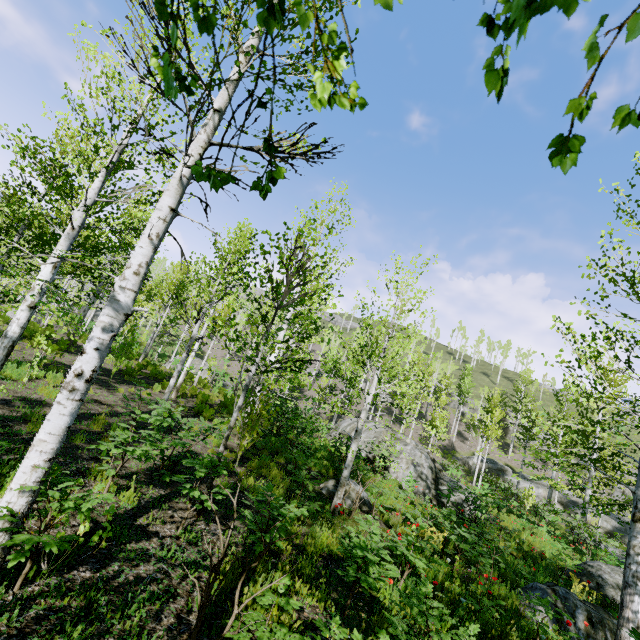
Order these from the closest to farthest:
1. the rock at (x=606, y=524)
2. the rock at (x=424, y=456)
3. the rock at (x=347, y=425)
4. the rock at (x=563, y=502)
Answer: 1. the rock at (x=424, y=456)
2. the rock at (x=347, y=425)
3. the rock at (x=606, y=524)
4. the rock at (x=563, y=502)

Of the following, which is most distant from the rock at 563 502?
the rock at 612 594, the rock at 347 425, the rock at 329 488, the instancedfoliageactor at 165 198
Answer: the instancedfoliageactor at 165 198

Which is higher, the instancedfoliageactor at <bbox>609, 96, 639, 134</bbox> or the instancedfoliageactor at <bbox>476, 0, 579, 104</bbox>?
the instancedfoliageactor at <bbox>609, 96, 639, 134</bbox>

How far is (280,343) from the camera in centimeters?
607cm

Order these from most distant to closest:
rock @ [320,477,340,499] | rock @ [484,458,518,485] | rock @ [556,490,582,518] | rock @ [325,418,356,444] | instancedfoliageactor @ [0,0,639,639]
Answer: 1. rock @ [484,458,518,485]
2. rock @ [556,490,582,518]
3. rock @ [325,418,356,444]
4. rock @ [320,477,340,499]
5. instancedfoliageactor @ [0,0,639,639]

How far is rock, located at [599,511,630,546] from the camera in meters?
27.2

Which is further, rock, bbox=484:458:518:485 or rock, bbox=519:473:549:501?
rock, bbox=484:458:518:485

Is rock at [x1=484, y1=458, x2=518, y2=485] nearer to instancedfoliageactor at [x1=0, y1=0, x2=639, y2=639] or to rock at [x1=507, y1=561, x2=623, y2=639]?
rock at [x1=507, y1=561, x2=623, y2=639]
